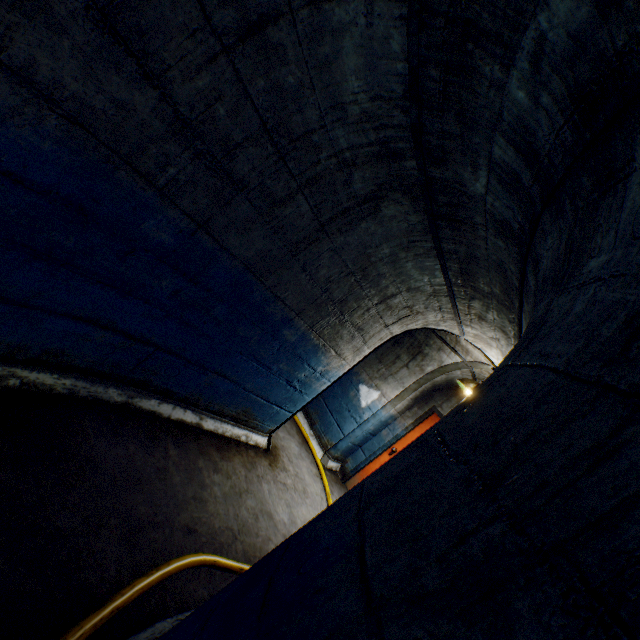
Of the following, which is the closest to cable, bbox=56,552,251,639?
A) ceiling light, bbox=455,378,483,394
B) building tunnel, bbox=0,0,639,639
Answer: building tunnel, bbox=0,0,639,639

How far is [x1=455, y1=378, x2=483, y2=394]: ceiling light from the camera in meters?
4.1 m

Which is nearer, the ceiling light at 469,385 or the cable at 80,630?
the cable at 80,630

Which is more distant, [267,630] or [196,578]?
[196,578]

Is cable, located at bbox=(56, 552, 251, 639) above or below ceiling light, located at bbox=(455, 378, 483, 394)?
below

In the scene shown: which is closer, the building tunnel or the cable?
the building tunnel

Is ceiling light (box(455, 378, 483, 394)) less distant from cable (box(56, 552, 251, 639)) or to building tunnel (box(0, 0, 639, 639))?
building tunnel (box(0, 0, 639, 639))

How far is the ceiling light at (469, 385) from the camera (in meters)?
4.09
